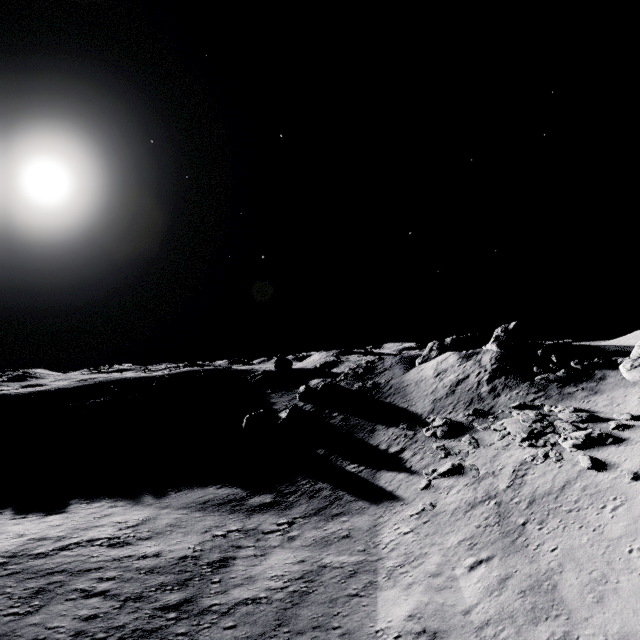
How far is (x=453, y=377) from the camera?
34.5m

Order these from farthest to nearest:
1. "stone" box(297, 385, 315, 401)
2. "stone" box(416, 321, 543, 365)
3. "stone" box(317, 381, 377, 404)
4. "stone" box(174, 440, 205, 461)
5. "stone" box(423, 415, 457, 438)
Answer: "stone" box(297, 385, 315, 401) → "stone" box(317, 381, 377, 404) → "stone" box(416, 321, 543, 365) → "stone" box(174, 440, 205, 461) → "stone" box(423, 415, 457, 438)

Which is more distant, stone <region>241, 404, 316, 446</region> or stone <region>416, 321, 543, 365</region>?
stone <region>416, 321, 543, 365</region>

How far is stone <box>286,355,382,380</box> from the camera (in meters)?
45.97

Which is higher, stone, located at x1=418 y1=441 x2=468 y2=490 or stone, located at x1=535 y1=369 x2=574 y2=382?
stone, located at x1=535 y1=369 x2=574 y2=382

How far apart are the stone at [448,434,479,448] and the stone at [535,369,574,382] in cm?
935

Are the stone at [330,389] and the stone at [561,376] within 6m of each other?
no

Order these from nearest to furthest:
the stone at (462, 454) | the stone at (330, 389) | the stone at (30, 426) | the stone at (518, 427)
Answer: the stone at (518, 427), the stone at (462, 454), the stone at (30, 426), the stone at (330, 389)
